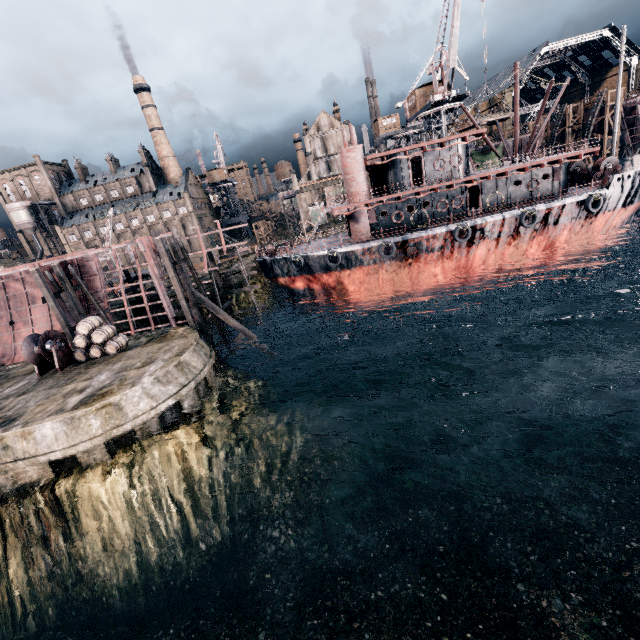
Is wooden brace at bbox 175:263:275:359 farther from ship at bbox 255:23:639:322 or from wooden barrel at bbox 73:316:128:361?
ship at bbox 255:23:639:322

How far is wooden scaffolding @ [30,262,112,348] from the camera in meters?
22.9

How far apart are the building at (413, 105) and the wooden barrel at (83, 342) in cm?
4977

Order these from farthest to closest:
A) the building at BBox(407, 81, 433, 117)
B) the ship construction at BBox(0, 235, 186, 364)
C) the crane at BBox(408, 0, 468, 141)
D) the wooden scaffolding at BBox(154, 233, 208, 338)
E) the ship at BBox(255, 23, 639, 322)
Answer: the building at BBox(407, 81, 433, 117), the crane at BBox(408, 0, 468, 141), the ship construction at BBox(0, 235, 186, 364), the ship at BBox(255, 23, 639, 322), the wooden scaffolding at BBox(154, 233, 208, 338)

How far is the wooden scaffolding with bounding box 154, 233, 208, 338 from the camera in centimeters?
2248cm

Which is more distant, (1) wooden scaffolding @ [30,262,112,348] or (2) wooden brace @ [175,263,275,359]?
(2) wooden brace @ [175,263,275,359]

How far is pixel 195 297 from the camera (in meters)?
24.64

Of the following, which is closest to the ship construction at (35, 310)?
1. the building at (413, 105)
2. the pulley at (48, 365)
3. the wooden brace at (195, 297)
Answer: the wooden brace at (195, 297)
